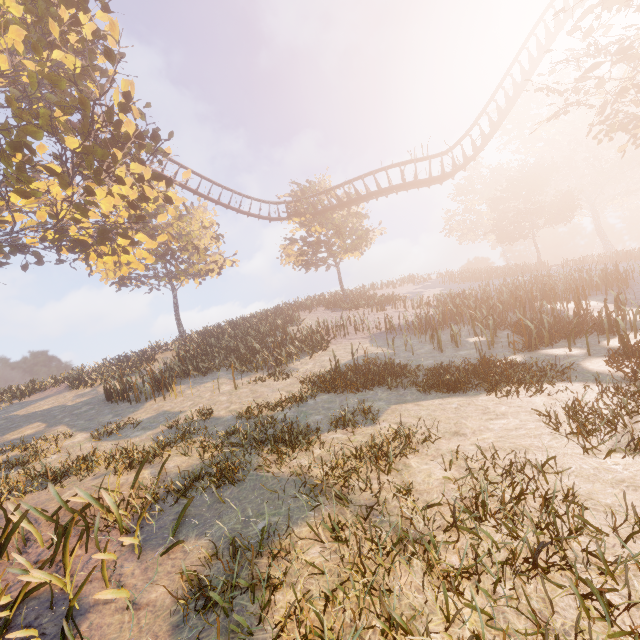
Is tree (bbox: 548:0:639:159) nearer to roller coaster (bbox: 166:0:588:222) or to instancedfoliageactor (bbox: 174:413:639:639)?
roller coaster (bbox: 166:0:588:222)

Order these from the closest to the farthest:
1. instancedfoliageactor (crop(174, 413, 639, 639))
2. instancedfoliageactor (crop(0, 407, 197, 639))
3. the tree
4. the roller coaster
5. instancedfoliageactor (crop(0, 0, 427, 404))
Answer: instancedfoliageactor (crop(174, 413, 639, 639))
instancedfoliageactor (crop(0, 407, 197, 639))
the tree
instancedfoliageactor (crop(0, 0, 427, 404))
the roller coaster

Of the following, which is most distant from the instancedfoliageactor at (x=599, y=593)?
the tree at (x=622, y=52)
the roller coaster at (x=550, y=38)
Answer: the tree at (x=622, y=52)

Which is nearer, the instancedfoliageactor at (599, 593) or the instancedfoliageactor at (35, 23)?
the instancedfoliageactor at (599, 593)

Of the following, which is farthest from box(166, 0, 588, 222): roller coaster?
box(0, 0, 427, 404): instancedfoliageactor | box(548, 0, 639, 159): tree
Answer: box(0, 0, 427, 404): instancedfoliageactor

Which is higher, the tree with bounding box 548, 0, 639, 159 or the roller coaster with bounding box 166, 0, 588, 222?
the roller coaster with bounding box 166, 0, 588, 222

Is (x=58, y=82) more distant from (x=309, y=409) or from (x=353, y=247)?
(x=353, y=247)
